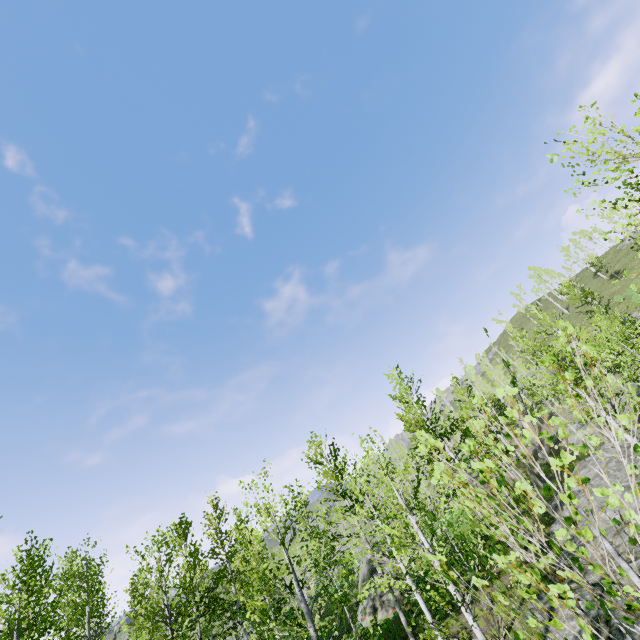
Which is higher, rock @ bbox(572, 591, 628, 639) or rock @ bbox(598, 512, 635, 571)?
rock @ bbox(598, 512, 635, 571)

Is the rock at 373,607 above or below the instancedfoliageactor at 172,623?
below

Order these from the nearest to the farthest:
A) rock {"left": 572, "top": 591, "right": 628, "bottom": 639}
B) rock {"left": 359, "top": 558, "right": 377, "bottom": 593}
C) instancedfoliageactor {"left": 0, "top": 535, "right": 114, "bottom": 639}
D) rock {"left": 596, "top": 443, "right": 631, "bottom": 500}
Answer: instancedfoliageactor {"left": 0, "top": 535, "right": 114, "bottom": 639} < rock {"left": 572, "top": 591, "right": 628, "bottom": 639} < rock {"left": 596, "top": 443, "right": 631, "bottom": 500} < rock {"left": 359, "top": 558, "right": 377, "bottom": 593}

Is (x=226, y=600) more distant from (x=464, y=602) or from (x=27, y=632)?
(x=464, y=602)

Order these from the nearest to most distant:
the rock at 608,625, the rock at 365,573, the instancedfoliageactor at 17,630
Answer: the instancedfoliageactor at 17,630 → the rock at 608,625 → the rock at 365,573

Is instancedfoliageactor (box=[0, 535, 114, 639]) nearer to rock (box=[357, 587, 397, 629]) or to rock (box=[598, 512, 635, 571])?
rock (box=[598, 512, 635, 571])

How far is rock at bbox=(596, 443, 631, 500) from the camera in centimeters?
1599cm

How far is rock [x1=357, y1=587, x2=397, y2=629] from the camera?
17.45m
